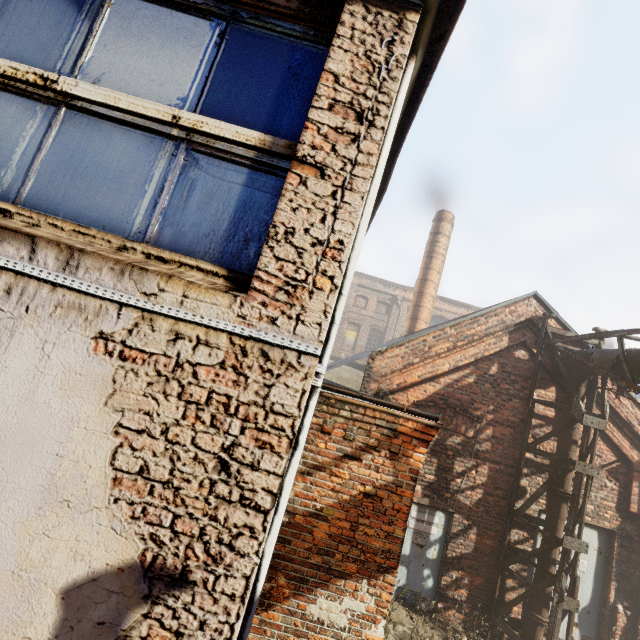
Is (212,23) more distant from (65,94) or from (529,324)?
(529,324)

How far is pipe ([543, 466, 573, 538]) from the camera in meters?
6.3 m

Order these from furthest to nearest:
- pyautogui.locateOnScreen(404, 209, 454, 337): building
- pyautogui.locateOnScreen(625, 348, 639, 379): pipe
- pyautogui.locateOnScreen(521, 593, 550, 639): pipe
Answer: pyautogui.locateOnScreen(404, 209, 454, 337): building, pyautogui.locateOnScreen(521, 593, 550, 639): pipe, pyautogui.locateOnScreen(625, 348, 639, 379): pipe

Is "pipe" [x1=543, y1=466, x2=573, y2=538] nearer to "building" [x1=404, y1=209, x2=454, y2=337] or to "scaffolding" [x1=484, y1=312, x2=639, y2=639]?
"scaffolding" [x1=484, y1=312, x2=639, y2=639]

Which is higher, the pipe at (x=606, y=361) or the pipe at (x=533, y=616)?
the pipe at (x=606, y=361)

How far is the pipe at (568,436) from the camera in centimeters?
652cm
